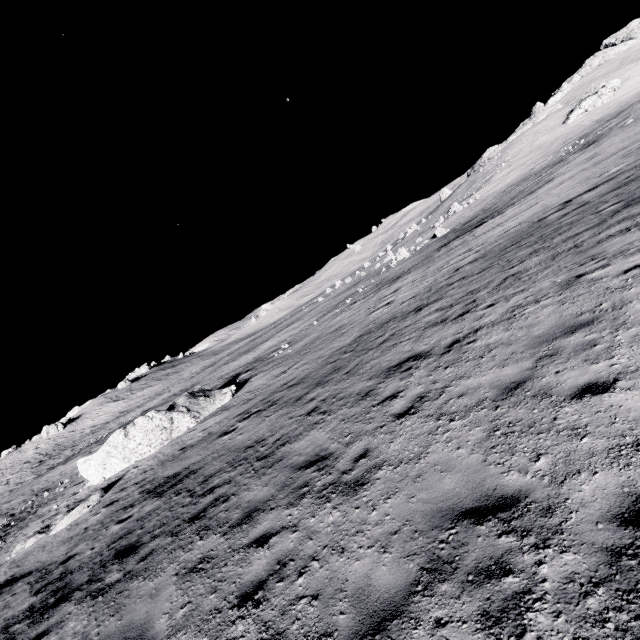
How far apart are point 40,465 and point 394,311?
63.9m

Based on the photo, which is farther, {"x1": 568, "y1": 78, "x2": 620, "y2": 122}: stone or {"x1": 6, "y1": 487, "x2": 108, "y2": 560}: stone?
{"x1": 568, "y1": 78, "x2": 620, "y2": 122}: stone

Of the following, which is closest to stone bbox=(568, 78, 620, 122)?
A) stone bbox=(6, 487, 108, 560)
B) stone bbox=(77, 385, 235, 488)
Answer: stone bbox=(77, 385, 235, 488)

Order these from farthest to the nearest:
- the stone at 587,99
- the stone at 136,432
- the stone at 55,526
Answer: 1. the stone at 587,99
2. the stone at 136,432
3. the stone at 55,526

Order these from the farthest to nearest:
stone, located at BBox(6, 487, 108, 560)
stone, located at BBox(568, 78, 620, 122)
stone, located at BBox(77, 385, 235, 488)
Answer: stone, located at BBox(568, 78, 620, 122) < stone, located at BBox(77, 385, 235, 488) < stone, located at BBox(6, 487, 108, 560)

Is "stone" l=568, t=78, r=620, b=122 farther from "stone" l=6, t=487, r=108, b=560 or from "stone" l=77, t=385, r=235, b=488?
"stone" l=6, t=487, r=108, b=560

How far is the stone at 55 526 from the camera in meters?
14.2 m
